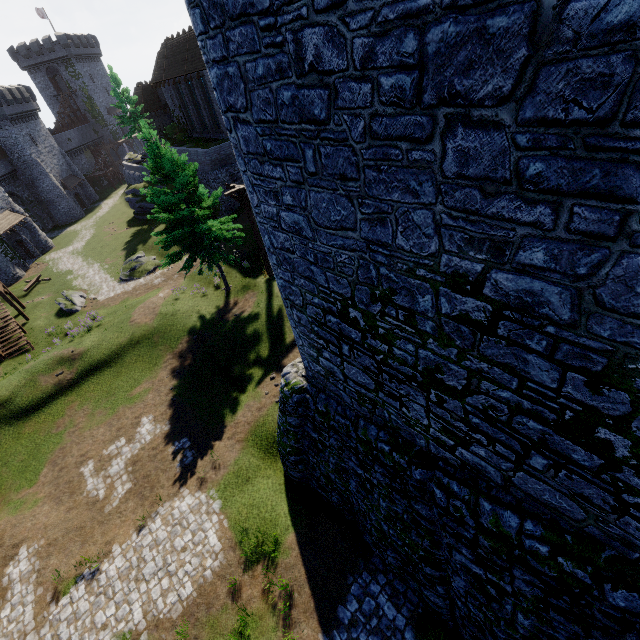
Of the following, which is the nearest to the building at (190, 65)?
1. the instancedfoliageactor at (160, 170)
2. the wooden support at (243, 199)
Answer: the instancedfoliageactor at (160, 170)

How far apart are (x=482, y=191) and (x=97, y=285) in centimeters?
3656cm

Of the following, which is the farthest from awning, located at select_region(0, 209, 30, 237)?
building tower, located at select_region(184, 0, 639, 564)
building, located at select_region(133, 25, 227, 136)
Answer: building tower, located at select_region(184, 0, 639, 564)

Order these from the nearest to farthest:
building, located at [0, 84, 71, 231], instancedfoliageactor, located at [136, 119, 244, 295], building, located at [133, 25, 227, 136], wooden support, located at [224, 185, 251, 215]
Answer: instancedfoliageactor, located at [136, 119, 244, 295]
wooden support, located at [224, 185, 251, 215]
building, located at [133, 25, 227, 136]
building, located at [0, 84, 71, 231]

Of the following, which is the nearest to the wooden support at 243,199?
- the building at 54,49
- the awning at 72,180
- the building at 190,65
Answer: the building at 190,65

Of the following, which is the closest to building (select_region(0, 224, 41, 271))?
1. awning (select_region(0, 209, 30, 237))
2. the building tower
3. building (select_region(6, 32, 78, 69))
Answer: awning (select_region(0, 209, 30, 237))

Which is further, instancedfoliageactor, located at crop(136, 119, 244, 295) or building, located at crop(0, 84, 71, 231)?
building, located at crop(0, 84, 71, 231)

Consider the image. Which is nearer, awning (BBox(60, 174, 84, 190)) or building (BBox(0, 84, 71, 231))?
building (BBox(0, 84, 71, 231))
